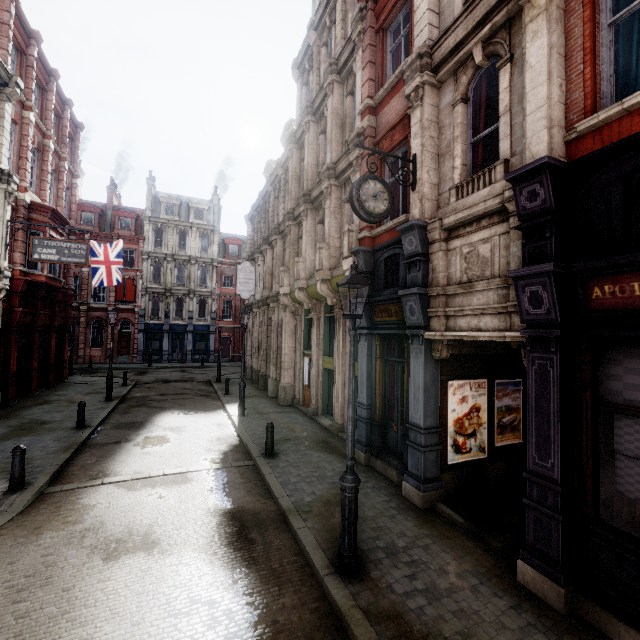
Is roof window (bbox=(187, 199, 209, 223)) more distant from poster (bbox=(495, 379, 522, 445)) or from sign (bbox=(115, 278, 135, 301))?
poster (bbox=(495, 379, 522, 445))

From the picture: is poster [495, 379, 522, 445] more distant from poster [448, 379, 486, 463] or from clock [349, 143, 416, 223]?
clock [349, 143, 416, 223]

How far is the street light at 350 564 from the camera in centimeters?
496cm

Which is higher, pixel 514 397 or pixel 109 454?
pixel 514 397

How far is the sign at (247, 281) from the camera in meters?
20.6 m

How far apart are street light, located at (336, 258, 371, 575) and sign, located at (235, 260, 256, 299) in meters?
16.1

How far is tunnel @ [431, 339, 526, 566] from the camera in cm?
602

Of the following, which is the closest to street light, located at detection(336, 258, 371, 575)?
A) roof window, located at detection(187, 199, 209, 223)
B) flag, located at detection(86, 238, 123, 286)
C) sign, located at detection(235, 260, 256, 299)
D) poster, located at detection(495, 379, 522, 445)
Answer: poster, located at detection(495, 379, 522, 445)
